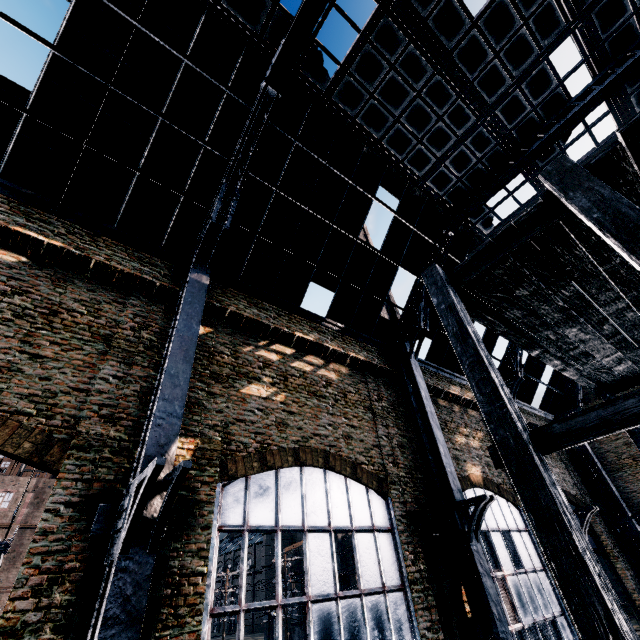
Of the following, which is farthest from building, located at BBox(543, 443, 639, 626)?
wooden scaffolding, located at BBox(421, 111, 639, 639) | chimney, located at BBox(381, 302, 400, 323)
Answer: chimney, located at BBox(381, 302, 400, 323)

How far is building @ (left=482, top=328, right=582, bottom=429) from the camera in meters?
25.0 m

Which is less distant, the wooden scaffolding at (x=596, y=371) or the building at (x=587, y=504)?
→ the wooden scaffolding at (x=596, y=371)

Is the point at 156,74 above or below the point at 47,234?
above

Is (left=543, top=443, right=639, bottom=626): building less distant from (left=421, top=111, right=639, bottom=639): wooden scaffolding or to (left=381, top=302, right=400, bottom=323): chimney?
(left=421, top=111, right=639, bottom=639): wooden scaffolding

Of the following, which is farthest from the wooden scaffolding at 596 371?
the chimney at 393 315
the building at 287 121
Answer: the chimney at 393 315
